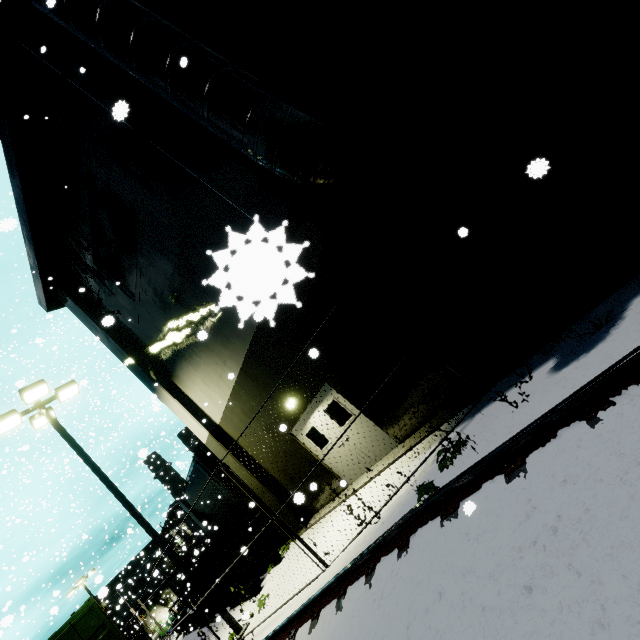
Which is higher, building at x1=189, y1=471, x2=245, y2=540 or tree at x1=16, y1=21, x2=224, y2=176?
tree at x1=16, y1=21, x2=224, y2=176

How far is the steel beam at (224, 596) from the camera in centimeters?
1166cm

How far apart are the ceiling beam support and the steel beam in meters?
0.5

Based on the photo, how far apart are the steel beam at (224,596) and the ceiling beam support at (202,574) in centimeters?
52cm

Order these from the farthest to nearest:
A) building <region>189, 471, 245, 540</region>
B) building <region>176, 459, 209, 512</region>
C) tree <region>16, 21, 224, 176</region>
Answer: building <region>176, 459, 209, 512</region>
building <region>189, 471, 245, 540</region>
tree <region>16, 21, 224, 176</region>

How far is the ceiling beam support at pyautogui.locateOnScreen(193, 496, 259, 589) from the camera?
13.3m

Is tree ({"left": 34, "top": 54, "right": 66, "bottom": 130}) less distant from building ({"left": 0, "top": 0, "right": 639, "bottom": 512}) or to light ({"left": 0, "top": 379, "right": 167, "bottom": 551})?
building ({"left": 0, "top": 0, "right": 639, "bottom": 512})

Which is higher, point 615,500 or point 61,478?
point 61,478
